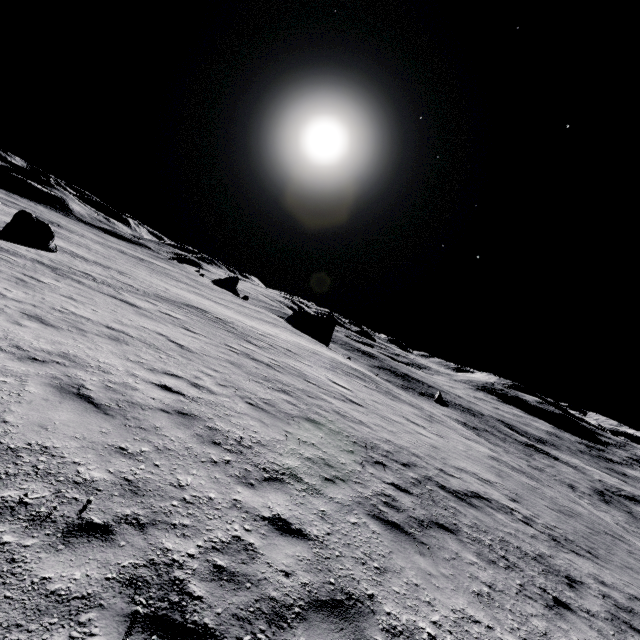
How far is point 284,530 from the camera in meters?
4.3 m
